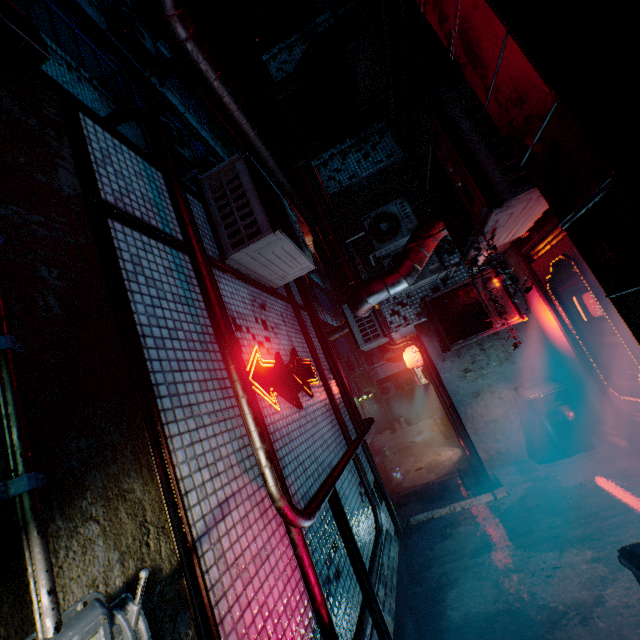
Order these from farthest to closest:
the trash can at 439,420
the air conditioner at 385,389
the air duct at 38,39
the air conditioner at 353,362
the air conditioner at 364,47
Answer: the air conditioner at 385,389
the air conditioner at 353,362
the trash can at 439,420
the air conditioner at 364,47
the air duct at 38,39

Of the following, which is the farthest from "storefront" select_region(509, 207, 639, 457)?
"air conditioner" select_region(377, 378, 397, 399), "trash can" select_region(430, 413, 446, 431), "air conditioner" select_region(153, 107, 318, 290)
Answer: "air conditioner" select_region(377, 378, 397, 399)

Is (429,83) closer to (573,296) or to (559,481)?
(573,296)

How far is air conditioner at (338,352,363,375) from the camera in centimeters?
1481cm

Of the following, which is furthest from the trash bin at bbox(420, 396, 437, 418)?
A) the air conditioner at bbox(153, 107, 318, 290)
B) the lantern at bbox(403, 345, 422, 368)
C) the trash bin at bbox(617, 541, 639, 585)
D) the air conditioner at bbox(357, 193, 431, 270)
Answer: the trash bin at bbox(617, 541, 639, 585)

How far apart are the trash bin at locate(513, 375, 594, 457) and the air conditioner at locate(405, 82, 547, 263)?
2.73m

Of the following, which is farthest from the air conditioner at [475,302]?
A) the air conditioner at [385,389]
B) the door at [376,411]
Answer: the door at [376,411]

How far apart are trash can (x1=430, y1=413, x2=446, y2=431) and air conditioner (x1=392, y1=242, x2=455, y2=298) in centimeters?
996cm
